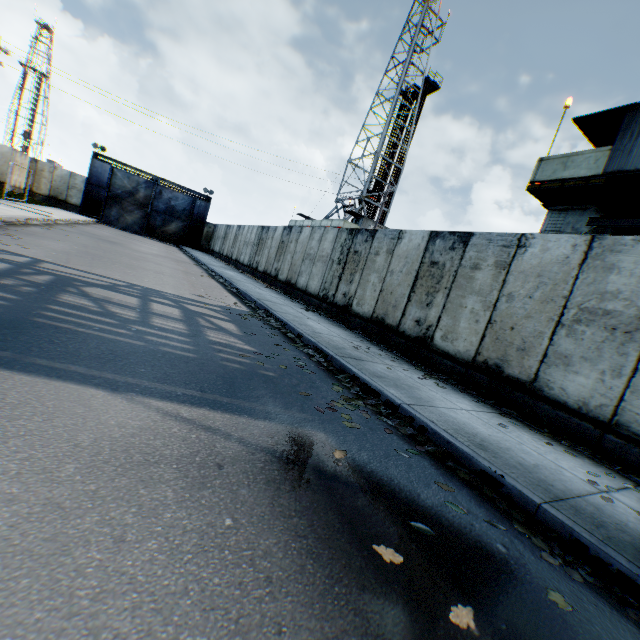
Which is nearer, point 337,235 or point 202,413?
point 202,413

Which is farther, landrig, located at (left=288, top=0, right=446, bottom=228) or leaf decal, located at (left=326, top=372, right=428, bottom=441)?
landrig, located at (left=288, top=0, right=446, bottom=228)

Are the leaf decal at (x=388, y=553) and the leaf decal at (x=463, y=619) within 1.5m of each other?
yes

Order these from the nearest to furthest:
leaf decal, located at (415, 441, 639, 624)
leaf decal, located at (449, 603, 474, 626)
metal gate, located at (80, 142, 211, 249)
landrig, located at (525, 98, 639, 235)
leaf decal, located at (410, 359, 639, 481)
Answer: leaf decal, located at (449, 603, 474, 626)
leaf decal, located at (415, 441, 639, 624)
leaf decal, located at (410, 359, 639, 481)
landrig, located at (525, 98, 639, 235)
metal gate, located at (80, 142, 211, 249)

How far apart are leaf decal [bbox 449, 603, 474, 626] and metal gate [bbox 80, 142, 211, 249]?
38.8 meters

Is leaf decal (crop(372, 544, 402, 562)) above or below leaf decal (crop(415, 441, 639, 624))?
below

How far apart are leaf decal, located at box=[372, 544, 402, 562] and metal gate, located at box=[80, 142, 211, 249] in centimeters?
3838cm

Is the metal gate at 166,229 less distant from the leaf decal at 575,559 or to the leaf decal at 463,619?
the leaf decal at 575,559
